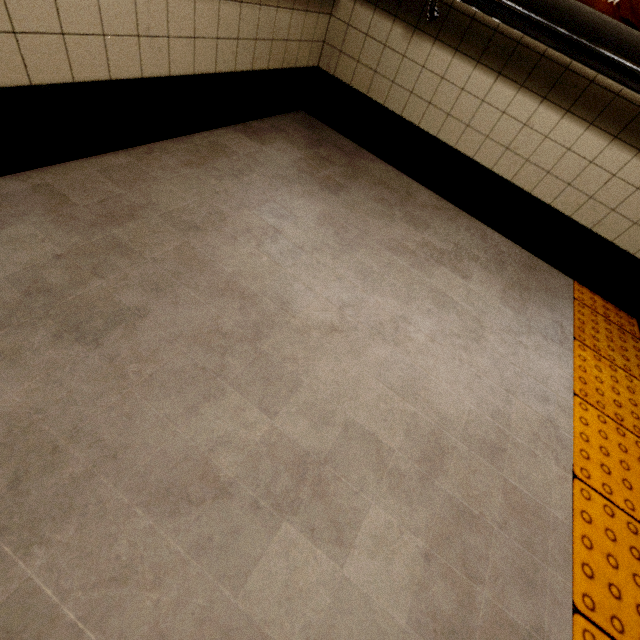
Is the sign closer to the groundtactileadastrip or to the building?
the building

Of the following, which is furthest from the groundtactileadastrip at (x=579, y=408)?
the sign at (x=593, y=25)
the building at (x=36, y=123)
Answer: the sign at (x=593, y=25)

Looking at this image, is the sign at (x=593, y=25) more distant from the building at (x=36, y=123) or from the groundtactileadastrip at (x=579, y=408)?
the groundtactileadastrip at (x=579, y=408)

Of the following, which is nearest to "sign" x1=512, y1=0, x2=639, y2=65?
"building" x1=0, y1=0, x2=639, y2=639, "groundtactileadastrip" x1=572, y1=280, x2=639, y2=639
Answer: "building" x1=0, y1=0, x2=639, y2=639

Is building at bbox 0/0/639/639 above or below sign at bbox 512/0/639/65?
below

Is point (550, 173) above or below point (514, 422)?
above

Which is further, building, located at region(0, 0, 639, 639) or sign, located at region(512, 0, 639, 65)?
sign, located at region(512, 0, 639, 65)
